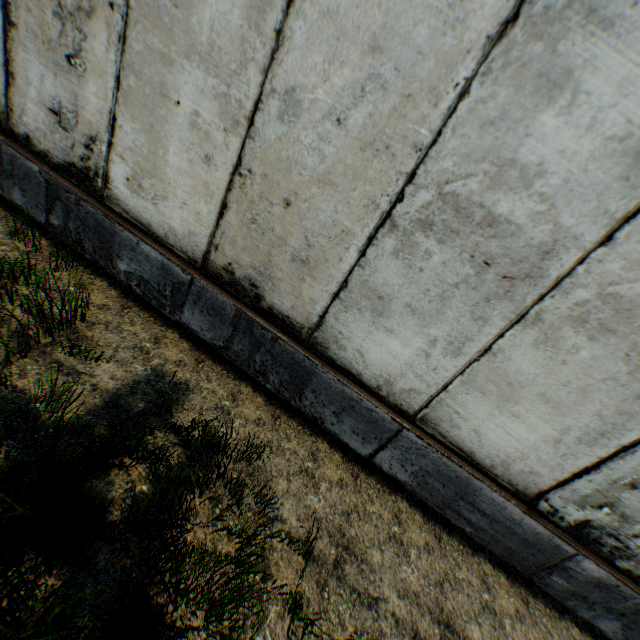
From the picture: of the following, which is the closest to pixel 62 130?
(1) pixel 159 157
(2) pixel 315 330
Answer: (1) pixel 159 157
